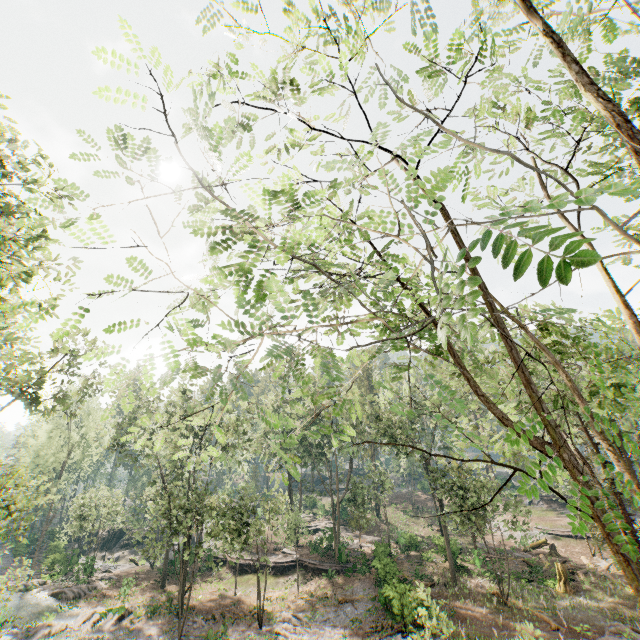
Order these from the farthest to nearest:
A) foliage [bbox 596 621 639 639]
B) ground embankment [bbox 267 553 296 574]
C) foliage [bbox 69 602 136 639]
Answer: ground embankment [bbox 267 553 296 574] → foliage [bbox 69 602 136 639] → foliage [bbox 596 621 639 639]

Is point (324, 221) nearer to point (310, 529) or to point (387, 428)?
point (387, 428)

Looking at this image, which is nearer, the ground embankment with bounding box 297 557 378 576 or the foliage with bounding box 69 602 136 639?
the foliage with bounding box 69 602 136 639

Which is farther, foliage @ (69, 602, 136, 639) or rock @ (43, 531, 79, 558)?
rock @ (43, 531, 79, 558)

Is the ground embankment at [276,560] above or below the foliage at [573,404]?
below

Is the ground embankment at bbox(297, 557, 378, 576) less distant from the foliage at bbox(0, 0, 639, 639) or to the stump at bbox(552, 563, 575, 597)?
the foliage at bbox(0, 0, 639, 639)

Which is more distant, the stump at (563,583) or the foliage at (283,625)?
the stump at (563,583)

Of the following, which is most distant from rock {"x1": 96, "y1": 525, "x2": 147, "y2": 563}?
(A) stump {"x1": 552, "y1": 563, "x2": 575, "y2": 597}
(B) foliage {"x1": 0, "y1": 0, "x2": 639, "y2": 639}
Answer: (A) stump {"x1": 552, "y1": 563, "x2": 575, "y2": 597}
